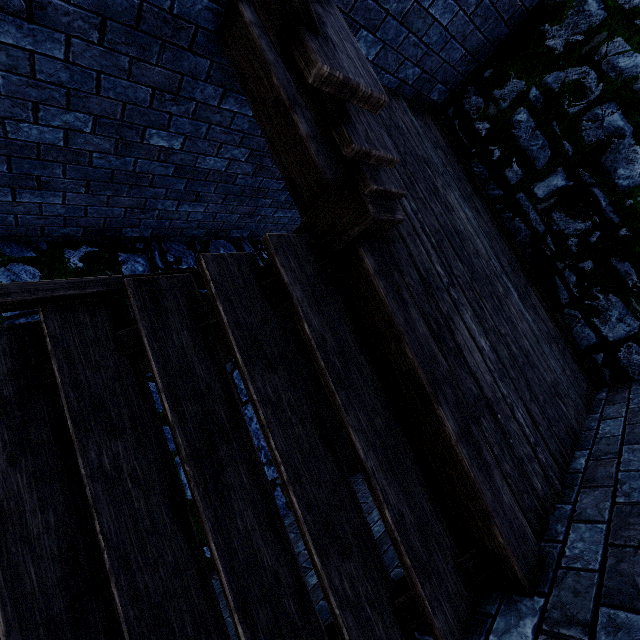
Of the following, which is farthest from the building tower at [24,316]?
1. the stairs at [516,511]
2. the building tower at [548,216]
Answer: the building tower at [548,216]

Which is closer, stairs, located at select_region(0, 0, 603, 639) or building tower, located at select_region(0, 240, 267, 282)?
stairs, located at select_region(0, 0, 603, 639)

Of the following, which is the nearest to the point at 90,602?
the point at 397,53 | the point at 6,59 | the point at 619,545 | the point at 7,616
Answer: the point at 7,616

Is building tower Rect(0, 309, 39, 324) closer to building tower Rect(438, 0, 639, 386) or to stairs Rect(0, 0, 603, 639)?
stairs Rect(0, 0, 603, 639)

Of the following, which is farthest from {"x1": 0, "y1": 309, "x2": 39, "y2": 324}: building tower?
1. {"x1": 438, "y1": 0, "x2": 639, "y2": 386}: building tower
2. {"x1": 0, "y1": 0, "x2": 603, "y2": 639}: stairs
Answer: {"x1": 438, "y1": 0, "x2": 639, "y2": 386}: building tower

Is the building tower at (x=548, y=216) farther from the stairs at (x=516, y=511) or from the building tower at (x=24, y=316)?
the building tower at (x=24, y=316)

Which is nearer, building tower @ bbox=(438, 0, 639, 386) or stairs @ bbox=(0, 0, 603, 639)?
stairs @ bbox=(0, 0, 603, 639)
